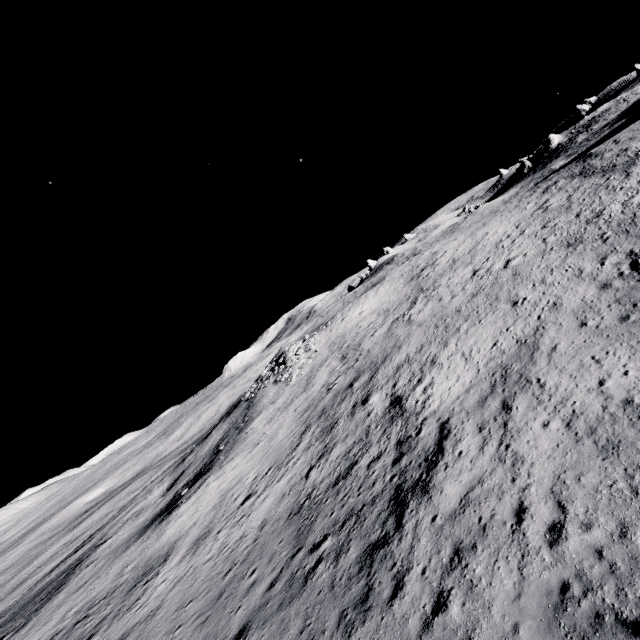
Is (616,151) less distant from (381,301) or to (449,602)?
(381,301)
